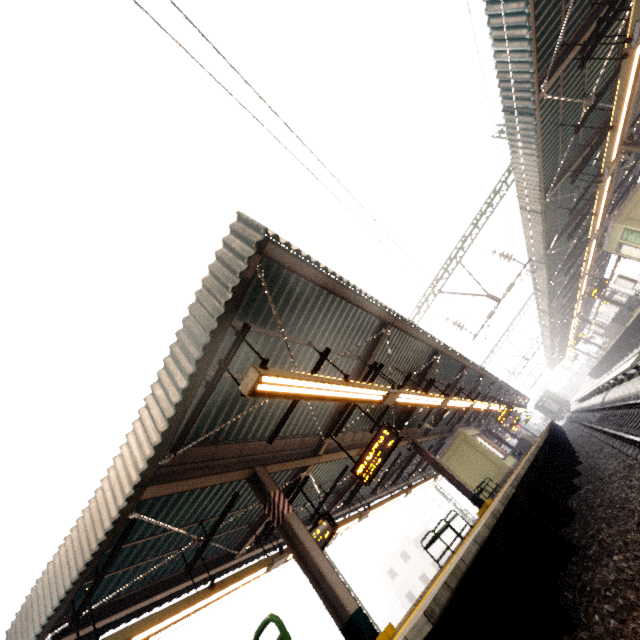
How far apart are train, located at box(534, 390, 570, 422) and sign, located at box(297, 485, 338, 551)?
60.7 meters

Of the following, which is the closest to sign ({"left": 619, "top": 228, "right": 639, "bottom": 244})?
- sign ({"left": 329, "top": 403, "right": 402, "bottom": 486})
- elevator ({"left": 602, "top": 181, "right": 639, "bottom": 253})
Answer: elevator ({"left": 602, "top": 181, "right": 639, "bottom": 253})

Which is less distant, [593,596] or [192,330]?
[593,596]

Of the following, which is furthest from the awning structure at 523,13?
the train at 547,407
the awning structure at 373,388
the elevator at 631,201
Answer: the awning structure at 373,388

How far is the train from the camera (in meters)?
53.91

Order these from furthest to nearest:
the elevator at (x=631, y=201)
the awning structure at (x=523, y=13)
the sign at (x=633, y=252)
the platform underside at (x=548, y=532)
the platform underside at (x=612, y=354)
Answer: the platform underside at (x=612, y=354)
the sign at (x=633, y=252)
the elevator at (x=631, y=201)
the awning structure at (x=523, y=13)
the platform underside at (x=548, y=532)

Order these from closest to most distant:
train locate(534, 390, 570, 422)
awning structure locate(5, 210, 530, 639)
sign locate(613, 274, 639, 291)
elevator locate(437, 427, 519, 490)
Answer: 1. awning structure locate(5, 210, 530, 639)
2. elevator locate(437, 427, 519, 490)
3. sign locate(613, 274, 639, 291)
4. train locate(534, 390, 570, 422)

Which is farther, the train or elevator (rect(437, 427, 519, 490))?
the train
